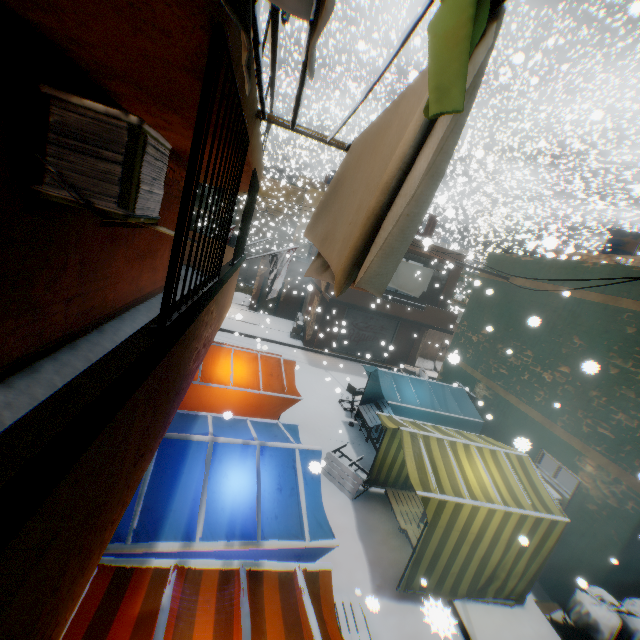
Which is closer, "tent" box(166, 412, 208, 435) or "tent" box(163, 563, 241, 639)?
"tent" box(163, 563, 241, 639)

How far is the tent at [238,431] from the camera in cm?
511

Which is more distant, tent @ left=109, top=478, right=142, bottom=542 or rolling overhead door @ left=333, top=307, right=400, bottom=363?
rolling overhead door @ left=333, top=307, right=400, bottom=363

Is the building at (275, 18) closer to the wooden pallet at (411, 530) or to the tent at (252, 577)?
the tent at (252, 577)

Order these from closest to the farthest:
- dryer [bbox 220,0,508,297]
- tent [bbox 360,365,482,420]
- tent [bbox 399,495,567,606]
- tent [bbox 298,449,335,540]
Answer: dryer [bbox 220,0,508,297], tent [bbox 298,449,335,540], tent [bbox 399,495,567,606], tent [bbox 360,365,482,420]

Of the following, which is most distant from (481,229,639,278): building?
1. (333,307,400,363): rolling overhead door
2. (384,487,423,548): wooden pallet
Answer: (384,487,423,548): wooden pallet

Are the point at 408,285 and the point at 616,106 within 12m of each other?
no

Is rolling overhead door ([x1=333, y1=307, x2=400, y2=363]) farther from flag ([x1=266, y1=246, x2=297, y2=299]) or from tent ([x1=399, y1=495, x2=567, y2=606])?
flag ([x1=266, y1=246, x2=297, y2=299])
